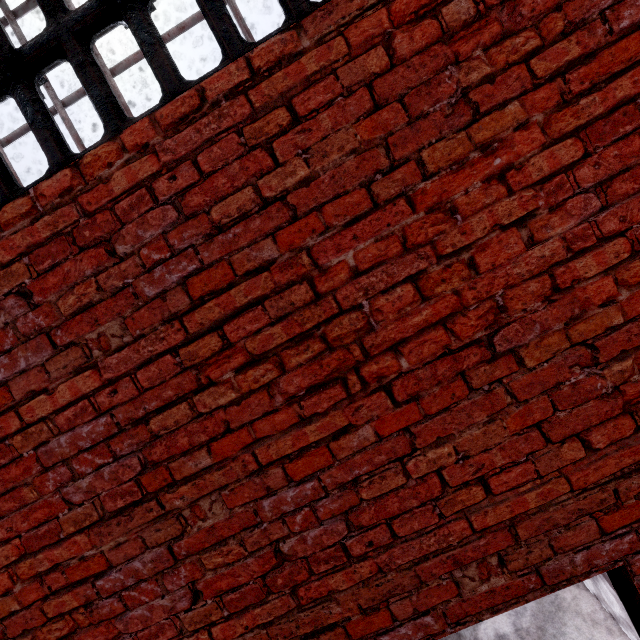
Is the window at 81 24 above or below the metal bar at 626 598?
above

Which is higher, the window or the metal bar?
the window

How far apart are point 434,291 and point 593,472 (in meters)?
1.01
